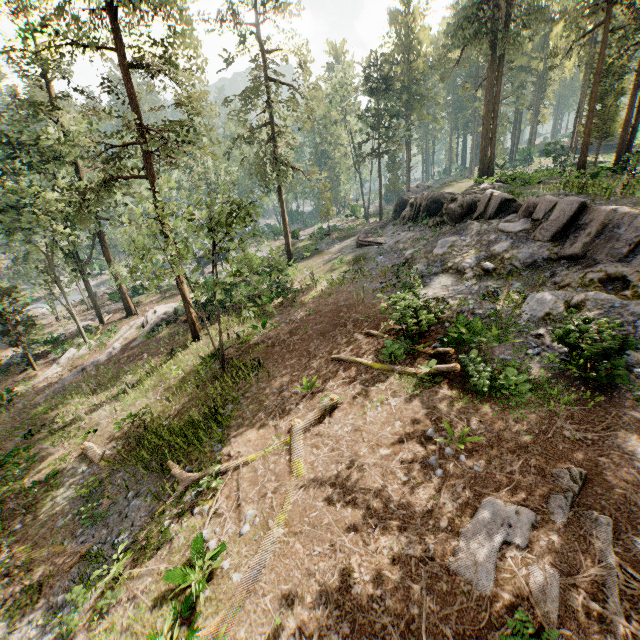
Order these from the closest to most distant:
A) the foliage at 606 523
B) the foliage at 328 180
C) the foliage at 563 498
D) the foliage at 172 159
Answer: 1. the foliage at 606 523
2. the foliage at 563 498
3. the foliage at 172 159
4. the foliage at 328 180

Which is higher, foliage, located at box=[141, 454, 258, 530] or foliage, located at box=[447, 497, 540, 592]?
foliage, located at box=[447, 497, 540, 592]

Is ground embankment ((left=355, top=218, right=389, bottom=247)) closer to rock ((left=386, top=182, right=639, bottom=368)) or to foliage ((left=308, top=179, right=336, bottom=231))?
rock ((left=386, top=182, right=639, bottom=368))

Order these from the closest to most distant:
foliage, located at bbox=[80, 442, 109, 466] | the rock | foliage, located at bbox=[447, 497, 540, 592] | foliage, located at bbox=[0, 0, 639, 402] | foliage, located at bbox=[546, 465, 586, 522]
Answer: foliage, located at bbox=[447, 497, 540, 592], foliage, located at bbox=[546, 465, 586, 522], the rock, foliage, located at bbox=[80, 442, 109, 466], foliage, located at bbox=[0, 0, 639, 402]

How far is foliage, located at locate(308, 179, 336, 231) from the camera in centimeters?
2978cm

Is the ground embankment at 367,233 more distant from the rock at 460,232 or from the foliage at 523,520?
the foliage at 523,520

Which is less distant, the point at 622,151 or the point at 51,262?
the point at 622,151

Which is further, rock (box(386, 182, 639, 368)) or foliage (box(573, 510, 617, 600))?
rock (box(386, 182, 639, 368))
